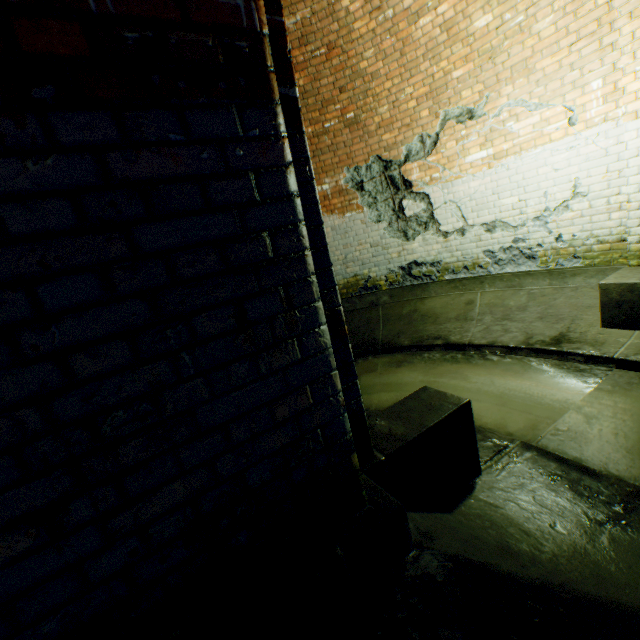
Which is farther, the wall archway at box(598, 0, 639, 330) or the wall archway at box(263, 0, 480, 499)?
the wall archway at box(598, 0, 639, 330)

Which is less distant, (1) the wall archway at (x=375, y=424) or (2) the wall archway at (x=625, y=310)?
(1) the wall archway at (x=375, y=424)

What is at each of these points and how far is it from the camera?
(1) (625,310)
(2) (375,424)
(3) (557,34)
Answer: (1) wall archway, 3.38m
(2) wall archway, 1.94m
(3) building tunnel, 3.62m

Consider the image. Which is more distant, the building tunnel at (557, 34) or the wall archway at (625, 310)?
the wall archway at (625, 310)

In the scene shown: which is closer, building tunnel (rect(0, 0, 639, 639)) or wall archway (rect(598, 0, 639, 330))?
building tunnel (rect(0, 0, 639, 639))
